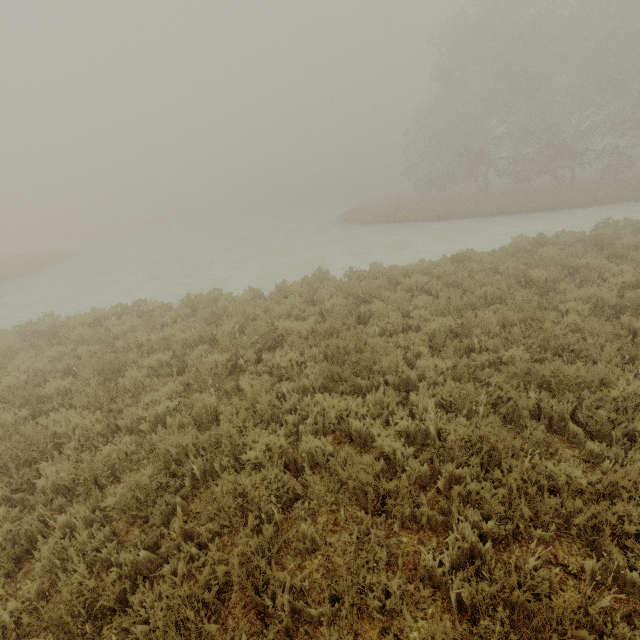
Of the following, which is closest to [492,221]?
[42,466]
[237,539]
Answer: [237,539]
